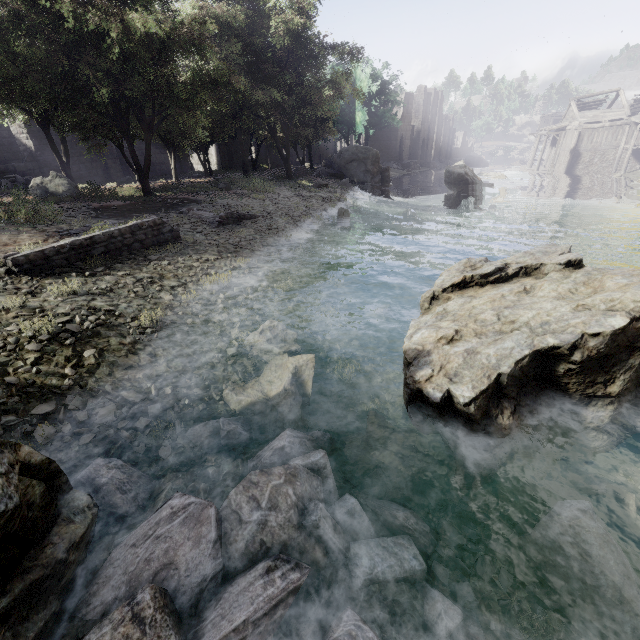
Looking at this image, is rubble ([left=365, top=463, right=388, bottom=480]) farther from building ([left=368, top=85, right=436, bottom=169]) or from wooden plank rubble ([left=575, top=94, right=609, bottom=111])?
wooden plank rubble ([left=575, top=94, right=609, bottom=111])

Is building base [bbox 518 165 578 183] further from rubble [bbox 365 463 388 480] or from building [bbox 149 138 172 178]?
rubble [bbox 365 463 388 480]

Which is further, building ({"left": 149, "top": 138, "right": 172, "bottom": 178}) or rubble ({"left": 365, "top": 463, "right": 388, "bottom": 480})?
building ({"left": 149, "top": 138, "right": 172, "bottom": 178})

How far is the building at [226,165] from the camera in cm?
3922

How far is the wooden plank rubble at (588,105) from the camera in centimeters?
4132cm

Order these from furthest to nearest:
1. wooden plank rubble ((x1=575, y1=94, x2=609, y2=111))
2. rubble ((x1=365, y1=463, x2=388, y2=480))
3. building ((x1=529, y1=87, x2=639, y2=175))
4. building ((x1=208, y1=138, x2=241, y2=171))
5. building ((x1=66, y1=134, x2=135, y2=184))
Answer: wooden plank rubble ((x1=575, y1=94, x2=609, y2=111))
building ((x1=208, y1=138, x2=241, y2=171))
building ((x1=529, y1=87, x2=639, y2=175))
building ((x1=66, y1=134, x2=135, y2=184))
rubble ((x1=365, y1=463, x2=388, y2=480))

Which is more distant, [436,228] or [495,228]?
[495,228]

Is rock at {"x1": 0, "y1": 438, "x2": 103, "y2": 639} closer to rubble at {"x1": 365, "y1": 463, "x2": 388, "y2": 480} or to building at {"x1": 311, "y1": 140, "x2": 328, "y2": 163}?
rubble at {"x1": 365, "y1": 463, "x2": 388, "y2": 480}
